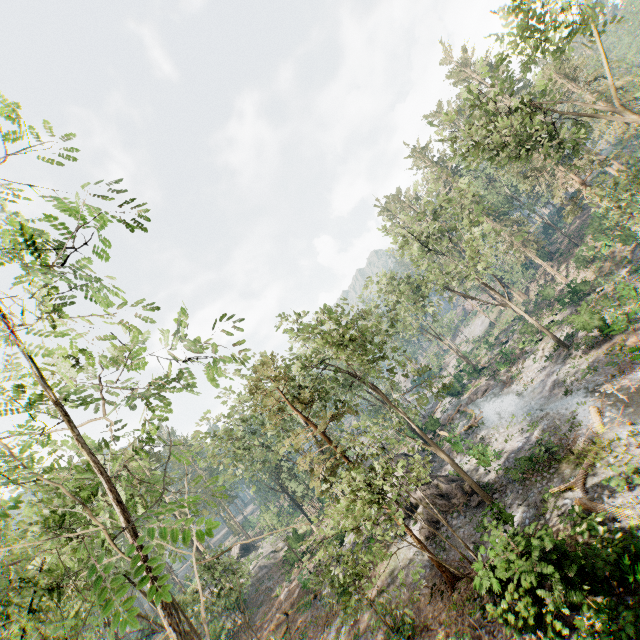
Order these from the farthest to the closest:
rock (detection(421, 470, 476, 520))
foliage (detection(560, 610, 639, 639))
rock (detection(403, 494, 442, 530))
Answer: rock (detection(421, 470, 476, 520)) < rock (detection(403, 494, 442, 530)) < foliage (detection(560, 610, 639, 639))

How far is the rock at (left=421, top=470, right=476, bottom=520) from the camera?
21.2m

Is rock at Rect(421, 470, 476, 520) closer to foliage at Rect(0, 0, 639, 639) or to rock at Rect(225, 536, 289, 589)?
foliage at Rect(0, 0, 639, 639)

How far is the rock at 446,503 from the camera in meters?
21.2 m

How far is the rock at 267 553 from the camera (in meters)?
40.56

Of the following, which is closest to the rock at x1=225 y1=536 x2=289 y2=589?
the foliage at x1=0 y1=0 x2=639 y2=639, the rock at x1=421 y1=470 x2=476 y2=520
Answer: the foliage at x1=0 y1=0 x2=639 y2=639

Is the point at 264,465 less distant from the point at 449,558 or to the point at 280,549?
the point at 280,549
